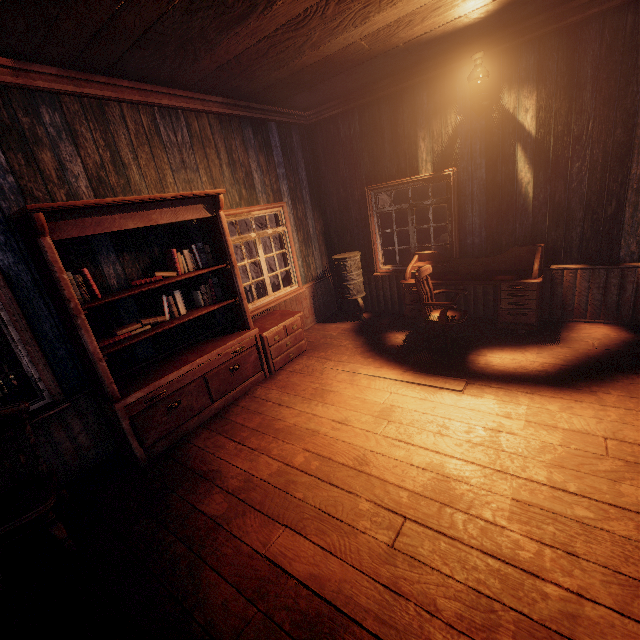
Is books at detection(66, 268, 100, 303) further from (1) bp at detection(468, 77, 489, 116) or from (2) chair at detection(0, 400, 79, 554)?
(1) bp at detection(468, 77, 489, 116)

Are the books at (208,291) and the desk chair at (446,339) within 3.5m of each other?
yes

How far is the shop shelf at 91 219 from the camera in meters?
2.9

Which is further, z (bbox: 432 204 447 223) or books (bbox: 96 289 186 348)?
z (bbox: 432 204 447 223)

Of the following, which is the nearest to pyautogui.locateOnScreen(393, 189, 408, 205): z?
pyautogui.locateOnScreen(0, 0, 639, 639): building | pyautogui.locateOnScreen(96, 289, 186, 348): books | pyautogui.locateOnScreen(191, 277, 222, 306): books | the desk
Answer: pyautogui.locateOnScreen(0, 0, 639, 639): building

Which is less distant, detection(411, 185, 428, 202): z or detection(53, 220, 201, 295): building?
detection(53, 220, 201, 295): building

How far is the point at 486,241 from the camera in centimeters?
513cm
